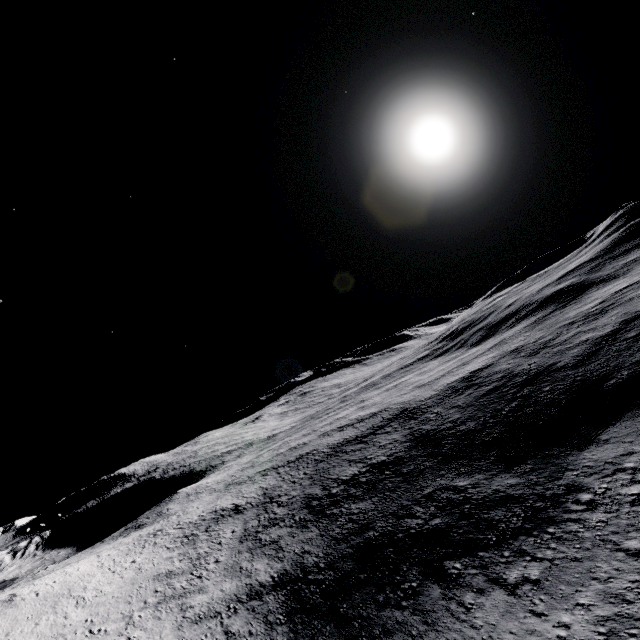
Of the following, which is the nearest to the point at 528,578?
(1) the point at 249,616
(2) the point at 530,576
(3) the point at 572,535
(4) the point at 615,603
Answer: (2) the point at 530,576
